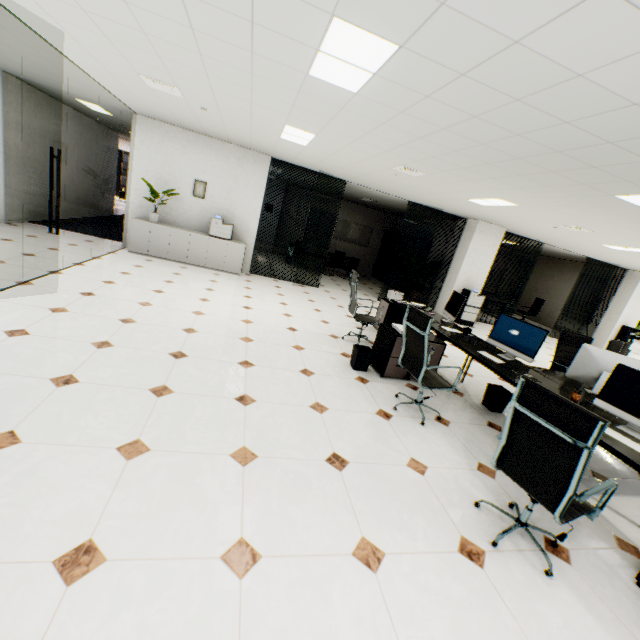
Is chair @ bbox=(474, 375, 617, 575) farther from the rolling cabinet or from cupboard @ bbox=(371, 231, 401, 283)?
cupboard @ bbox=(371, 231, 401, 283)

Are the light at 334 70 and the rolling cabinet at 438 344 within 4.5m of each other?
yes

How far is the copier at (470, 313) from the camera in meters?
9.4 m

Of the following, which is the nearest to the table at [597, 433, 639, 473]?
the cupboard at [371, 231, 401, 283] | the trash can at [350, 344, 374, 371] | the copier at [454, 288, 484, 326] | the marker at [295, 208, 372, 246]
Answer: the trash can at [350, 344, 374, 371]

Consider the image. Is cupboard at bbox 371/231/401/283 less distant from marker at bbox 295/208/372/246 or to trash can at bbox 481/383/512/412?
marker at bbox 295/208/372/246

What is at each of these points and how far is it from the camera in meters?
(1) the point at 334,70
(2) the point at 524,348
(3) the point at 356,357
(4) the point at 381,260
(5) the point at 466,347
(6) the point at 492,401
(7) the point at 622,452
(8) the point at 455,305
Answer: (1) light, 2.7
(2) monitor, 4.0
(3) trash can, 4.4
(4) cupboard, 15.0
(5) table, 4.1
(6) trash can, 4.3
(7) table, 2.4
(8) monitor, 5.3

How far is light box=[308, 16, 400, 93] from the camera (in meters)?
2.15

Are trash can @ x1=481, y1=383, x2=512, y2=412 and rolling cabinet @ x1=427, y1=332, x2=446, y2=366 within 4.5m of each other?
yes
